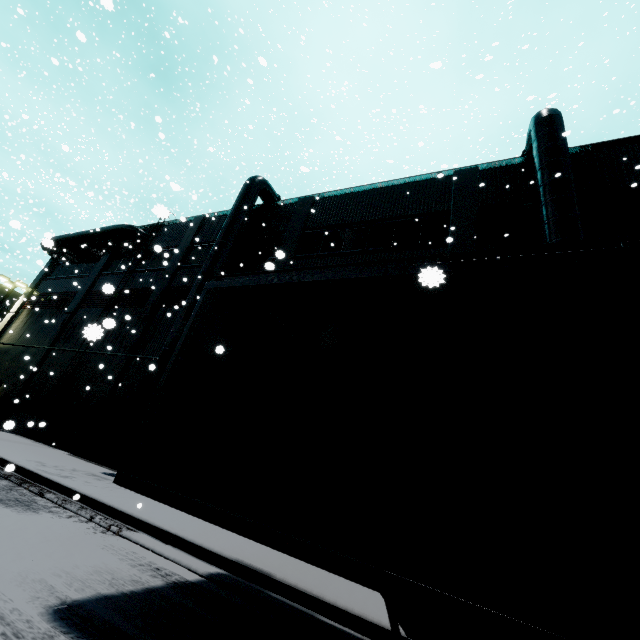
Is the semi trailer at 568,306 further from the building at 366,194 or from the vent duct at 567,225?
the vent duct at 567,225

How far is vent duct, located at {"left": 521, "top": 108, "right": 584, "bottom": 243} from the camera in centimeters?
910cm

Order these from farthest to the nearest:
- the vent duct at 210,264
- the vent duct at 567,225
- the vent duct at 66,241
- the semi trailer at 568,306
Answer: the vent duct at 66,241
the vent duct at 210,264
the vent duct at 567,225
the semi trailer at 568,306

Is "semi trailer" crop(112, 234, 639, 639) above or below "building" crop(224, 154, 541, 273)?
below

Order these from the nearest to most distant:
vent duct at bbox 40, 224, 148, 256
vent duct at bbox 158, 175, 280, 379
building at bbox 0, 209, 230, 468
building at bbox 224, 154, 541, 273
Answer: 1. building at bbox 224, 154, 541, 273
2. vent duct at bbox 158, 175, 280, 379
3. building at bbox 0, 209, 230, 468
4. vent duct at bbox 40, 224, 148, 256

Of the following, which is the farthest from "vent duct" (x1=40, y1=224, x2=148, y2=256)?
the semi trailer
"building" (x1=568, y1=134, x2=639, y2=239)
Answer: the semi trailer

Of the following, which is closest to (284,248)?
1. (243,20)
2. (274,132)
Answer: (243,20)
